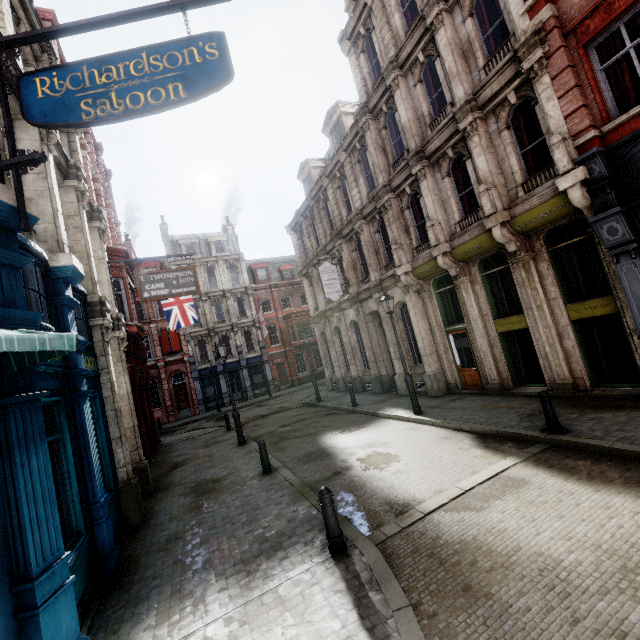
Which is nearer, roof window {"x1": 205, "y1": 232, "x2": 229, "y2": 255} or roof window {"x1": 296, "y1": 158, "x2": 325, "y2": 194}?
roof window {"x1": 296, "y1": 158, "x2": 325, "y2": 194}

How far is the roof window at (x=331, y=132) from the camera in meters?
18.6 m

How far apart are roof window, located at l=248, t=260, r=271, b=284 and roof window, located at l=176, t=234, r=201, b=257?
5.4m

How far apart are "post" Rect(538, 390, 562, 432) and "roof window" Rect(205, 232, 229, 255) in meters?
35.5

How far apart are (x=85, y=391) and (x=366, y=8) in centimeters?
1845cm

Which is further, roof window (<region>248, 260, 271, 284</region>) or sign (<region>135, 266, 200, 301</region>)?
roof window (<region>248, 260, 271, 284</region>)

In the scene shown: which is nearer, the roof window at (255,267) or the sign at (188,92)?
the sign at (188,92)

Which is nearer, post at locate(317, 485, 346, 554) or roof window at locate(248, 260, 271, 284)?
post at locate(317, 485, 346, 554)
